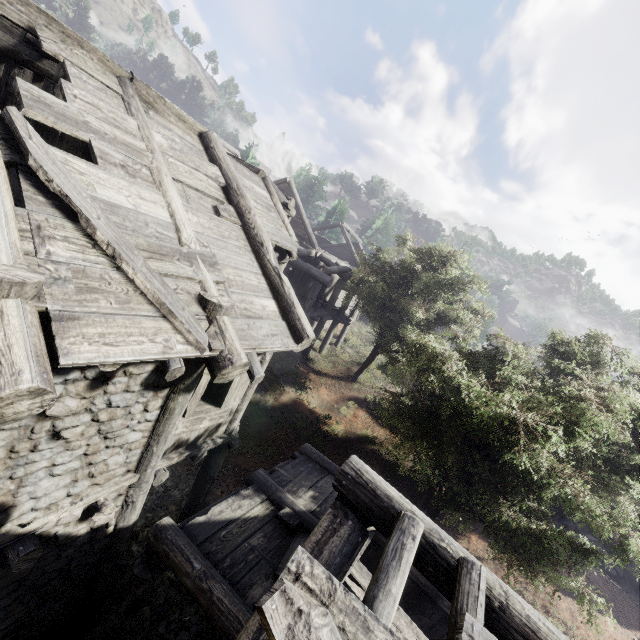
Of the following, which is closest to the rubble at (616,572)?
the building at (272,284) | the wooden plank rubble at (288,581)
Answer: the building at (272,284)

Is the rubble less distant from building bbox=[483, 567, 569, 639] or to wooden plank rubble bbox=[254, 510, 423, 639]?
building bbox=[483, 567, 569, 639]

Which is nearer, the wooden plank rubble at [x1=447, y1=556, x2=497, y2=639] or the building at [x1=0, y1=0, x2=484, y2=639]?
the wooden plank rubble at [x1=447, y1=556, x2=497, y2=639]

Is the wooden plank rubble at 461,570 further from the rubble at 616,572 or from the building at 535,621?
the rubble at 616,572

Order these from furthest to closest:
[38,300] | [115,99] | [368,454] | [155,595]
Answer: [368,454]
[155,595]
[115,99]
[38,300]

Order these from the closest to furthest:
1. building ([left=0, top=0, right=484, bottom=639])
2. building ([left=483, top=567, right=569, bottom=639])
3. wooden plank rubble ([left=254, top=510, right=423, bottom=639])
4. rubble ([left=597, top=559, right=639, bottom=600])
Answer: wooden plank rubble ([left=254, top=510, right=423, bottom=639])
building ([left=483, top=567, right=569, bottom=639])
building ([left=0, top=0, right=484, bottom=639])
rubble ([left=597, top=559, right=639, bottom=600])

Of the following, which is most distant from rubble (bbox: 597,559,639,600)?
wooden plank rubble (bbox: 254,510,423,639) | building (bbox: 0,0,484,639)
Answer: wooden plank rubble (bbox: 254,510,423,639)
